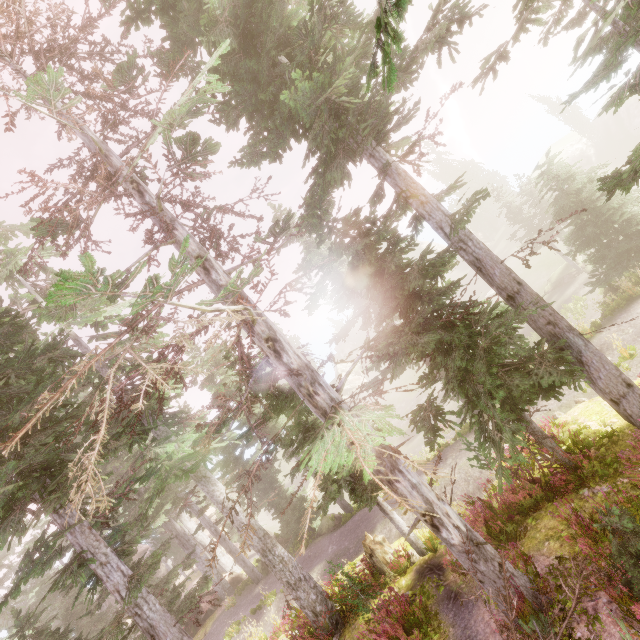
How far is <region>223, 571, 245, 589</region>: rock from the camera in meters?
24.8

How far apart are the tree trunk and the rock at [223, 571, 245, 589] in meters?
18.3 m

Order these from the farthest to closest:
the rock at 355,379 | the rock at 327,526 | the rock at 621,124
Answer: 1. the rock at 355,379
2. the rock at 621,124
3. the rock at 327,526

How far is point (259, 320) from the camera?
7.2m

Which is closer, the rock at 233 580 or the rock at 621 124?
the rock at 233 580

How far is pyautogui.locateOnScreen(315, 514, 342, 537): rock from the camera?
20.9 meters

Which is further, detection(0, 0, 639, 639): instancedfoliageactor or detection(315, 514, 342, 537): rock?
detection(315, 514, 342, 537): rock

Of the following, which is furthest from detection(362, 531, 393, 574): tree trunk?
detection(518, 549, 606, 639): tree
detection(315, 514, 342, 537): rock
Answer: detection(315, 514, 342, 537): rock
